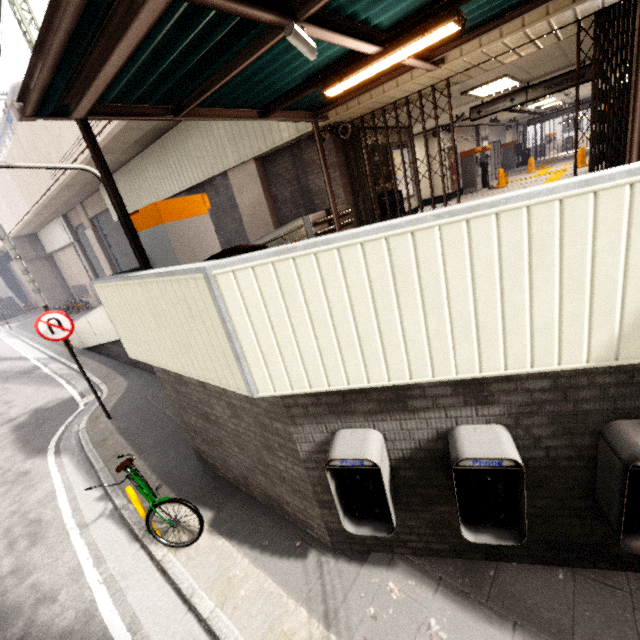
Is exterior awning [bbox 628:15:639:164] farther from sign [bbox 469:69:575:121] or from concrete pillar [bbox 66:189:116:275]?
concrete pillar [bbox 66:189:116:275]

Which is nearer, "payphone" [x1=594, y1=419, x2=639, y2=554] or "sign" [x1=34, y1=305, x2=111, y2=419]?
"payphone" [x1=594, y1=419, x2=639, y2=554]

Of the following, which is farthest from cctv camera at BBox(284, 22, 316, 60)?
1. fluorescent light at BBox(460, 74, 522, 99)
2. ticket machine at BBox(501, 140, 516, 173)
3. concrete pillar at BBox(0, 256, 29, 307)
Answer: concrete pillar at BBox(0, 256, 29, 307)

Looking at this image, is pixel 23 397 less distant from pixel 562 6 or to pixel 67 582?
pixel 67 582

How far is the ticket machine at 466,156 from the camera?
14.7m

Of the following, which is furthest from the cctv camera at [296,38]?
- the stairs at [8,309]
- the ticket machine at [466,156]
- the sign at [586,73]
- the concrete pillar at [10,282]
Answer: the concrete pillar at [10,282]

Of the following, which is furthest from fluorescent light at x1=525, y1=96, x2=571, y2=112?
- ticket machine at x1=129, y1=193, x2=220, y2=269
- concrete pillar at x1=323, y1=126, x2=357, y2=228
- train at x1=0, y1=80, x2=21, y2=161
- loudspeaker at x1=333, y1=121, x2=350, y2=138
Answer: train at x1=0, y1=80, x2=21, y2=161

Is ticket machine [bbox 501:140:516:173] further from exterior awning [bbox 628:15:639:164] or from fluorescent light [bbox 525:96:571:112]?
exterior awning [bbox 628:15:639:164]
